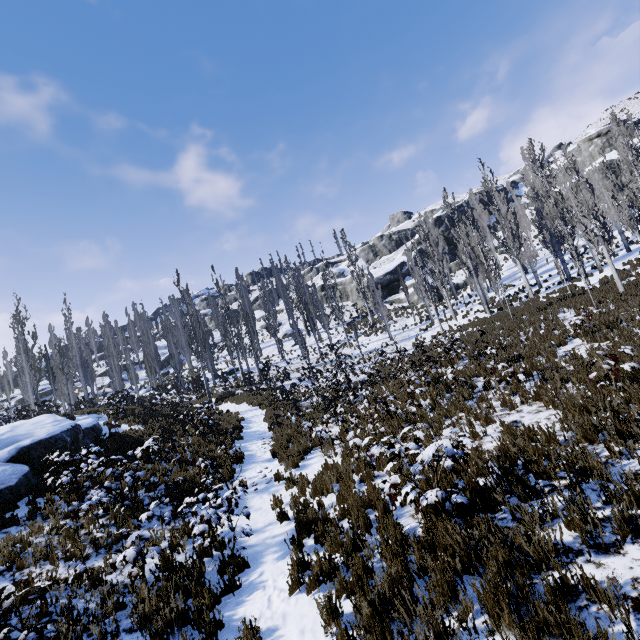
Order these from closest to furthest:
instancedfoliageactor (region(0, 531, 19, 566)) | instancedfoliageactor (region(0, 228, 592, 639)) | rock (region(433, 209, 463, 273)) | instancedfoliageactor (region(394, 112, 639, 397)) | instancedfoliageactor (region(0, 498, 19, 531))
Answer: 1. instancedfoliageactor (region(0, 228, 592, 639))
2. instancedfoliageactor (region(0, 531, 19, 566))
3. instancedfoliageactor (region(0, 498, 19, 531))
4. instancedfoliageactor (region(394, 112, 639, 397))
5. rock (region(433, 209, 463, 273))

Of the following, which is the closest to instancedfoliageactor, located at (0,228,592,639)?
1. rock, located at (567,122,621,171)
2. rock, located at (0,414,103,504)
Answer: rock, located at (567,122,621,171)

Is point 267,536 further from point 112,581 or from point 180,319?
point 180,319

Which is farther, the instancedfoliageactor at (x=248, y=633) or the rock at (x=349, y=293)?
the rock at (x=349, y=293)

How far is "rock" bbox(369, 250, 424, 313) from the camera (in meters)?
42.88

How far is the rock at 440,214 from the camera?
48.7m

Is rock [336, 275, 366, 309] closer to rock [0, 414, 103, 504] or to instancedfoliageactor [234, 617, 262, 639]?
instancedfoliageactor [234, 617, 262, 639]

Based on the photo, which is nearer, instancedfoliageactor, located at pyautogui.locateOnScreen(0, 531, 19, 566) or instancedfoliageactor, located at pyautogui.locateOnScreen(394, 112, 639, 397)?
instancedfoliageactor, located at pyautogui.locateOnScreen(0, 531, 19, 566)
